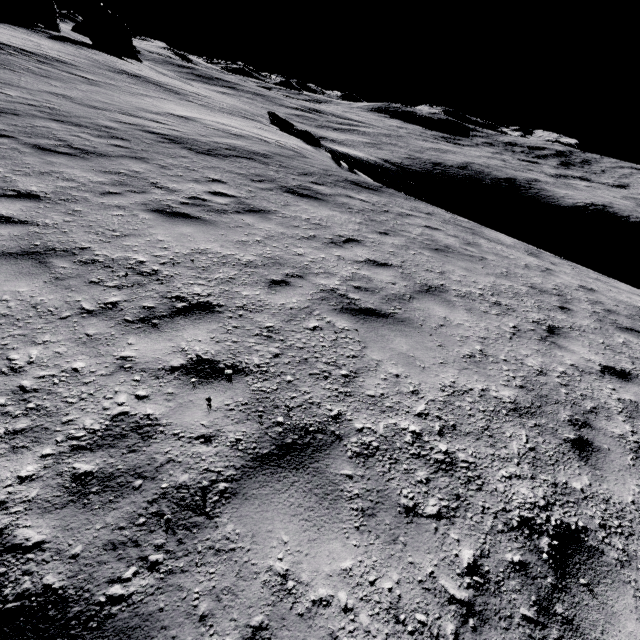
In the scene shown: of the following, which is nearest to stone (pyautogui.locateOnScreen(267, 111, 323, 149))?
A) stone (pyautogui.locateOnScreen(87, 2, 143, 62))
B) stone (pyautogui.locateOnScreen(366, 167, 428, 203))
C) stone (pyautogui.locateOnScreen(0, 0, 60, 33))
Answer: stone (pyautogui.locateOnScreen(366, 167, 428, 203))

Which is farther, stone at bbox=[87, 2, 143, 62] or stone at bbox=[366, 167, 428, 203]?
stone at bbox=[87, 2, 143, 62]

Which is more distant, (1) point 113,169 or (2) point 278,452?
(1) point 113,169

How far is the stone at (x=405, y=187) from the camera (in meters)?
15.77

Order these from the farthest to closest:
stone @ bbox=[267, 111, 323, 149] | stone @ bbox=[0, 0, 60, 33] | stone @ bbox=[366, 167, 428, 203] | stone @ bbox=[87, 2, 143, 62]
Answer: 1. stone @ bbox=[87, 2, 143, 62]
2. stone @ bbox=[0, 0, 60, 33]
3. stone @ bbox=[267, 111, 323, 149]
4. stone @ bbox=[366, 167, 428, 203]

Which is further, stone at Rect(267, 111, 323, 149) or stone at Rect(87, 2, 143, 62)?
stone at Rect(87, 2, 143, 62)

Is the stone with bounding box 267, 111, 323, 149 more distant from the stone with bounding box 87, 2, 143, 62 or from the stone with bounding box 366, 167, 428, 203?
the stone with bounding box 87, 2, 143, 62

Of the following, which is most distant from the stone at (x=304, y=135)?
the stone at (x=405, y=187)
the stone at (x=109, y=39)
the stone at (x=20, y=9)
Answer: the stone at (x=109, y=39)
